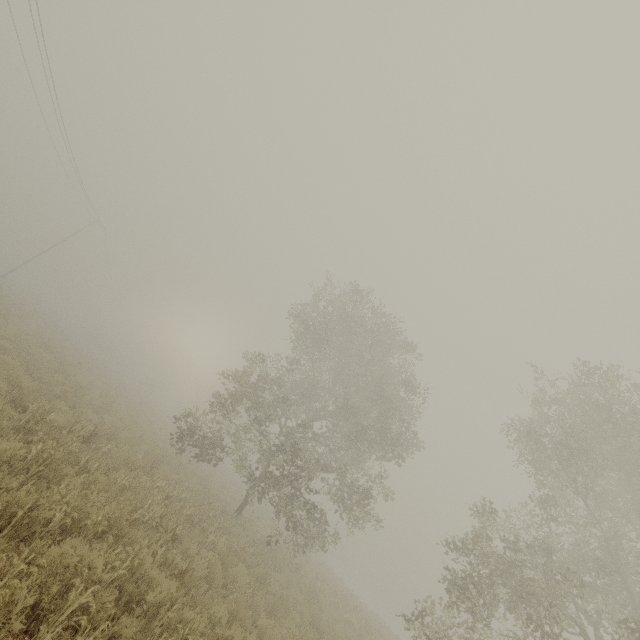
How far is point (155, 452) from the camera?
15.2 meters
